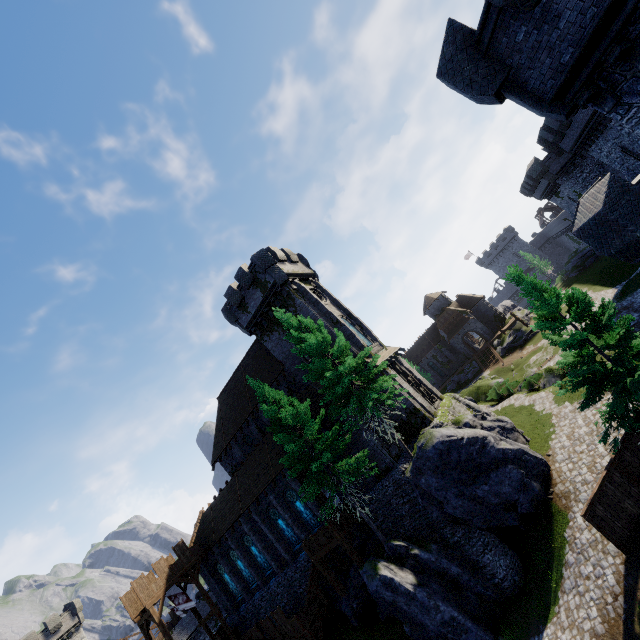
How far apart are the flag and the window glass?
12.59m

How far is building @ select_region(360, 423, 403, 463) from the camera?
22.8 meters

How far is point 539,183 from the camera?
39.8m

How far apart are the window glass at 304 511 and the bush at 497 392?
21.8 meters

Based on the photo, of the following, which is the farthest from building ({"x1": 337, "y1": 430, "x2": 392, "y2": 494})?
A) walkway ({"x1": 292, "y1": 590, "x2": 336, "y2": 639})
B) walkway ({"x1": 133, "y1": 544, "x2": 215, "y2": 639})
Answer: walkway ({"x1": 292, "y1": 590, "x2": 336, "y2": 639})

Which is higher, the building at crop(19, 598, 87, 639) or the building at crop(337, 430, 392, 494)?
the building at crop(19, 598, 87, 639)

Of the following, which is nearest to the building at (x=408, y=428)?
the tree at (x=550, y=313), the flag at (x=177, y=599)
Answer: the flag at (x=177, y=599)

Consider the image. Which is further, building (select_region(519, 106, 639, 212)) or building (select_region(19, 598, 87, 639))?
building (select_region(19, 598, 87, 639))
